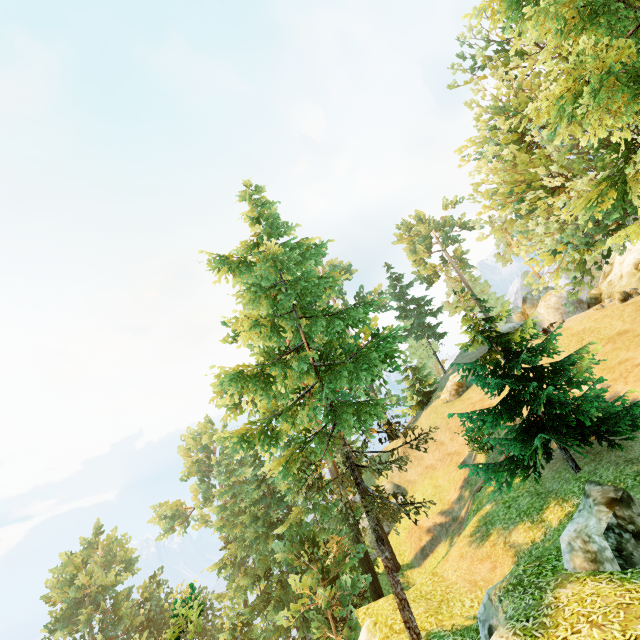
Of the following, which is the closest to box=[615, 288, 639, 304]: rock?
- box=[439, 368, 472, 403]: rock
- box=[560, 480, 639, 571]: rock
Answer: box=[439, 368, 472, 403]: rock

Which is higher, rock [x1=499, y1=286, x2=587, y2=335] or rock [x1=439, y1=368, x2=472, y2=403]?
rock [x1=499, y1=286, x2=587, y2=335]

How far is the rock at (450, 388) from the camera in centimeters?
3484cm

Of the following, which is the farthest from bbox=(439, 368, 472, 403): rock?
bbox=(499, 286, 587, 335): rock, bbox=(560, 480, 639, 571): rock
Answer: bbox=(560, 480, 639, 571): rock

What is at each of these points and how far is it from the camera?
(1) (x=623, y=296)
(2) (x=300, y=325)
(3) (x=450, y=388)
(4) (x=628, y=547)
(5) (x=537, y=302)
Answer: (1) rock, 21.9m
(2) tree, 14.7m
(3) rock, 35.7m
(4) rock, 6.3m
(5) rock, 36.8m

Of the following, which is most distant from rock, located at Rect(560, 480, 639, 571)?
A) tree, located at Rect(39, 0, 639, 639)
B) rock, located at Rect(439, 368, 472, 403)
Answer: rock, located at Rect(439, 368, 472, 403)

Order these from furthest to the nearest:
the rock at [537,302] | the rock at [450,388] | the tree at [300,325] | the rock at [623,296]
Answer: the rock at [450,388] < the rock at [537,302] < the rock at [623,296] < the tree at [300,325]

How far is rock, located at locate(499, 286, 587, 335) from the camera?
31.0m
